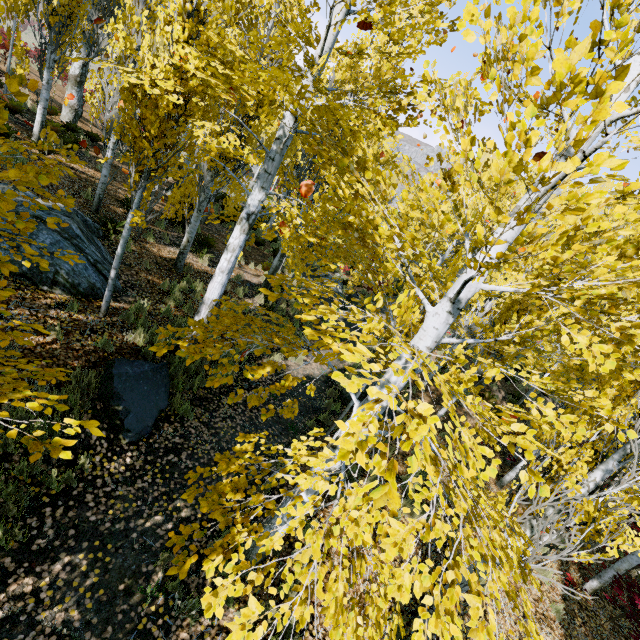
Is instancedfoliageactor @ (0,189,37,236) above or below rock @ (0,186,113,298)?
above

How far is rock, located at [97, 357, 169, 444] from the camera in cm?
511

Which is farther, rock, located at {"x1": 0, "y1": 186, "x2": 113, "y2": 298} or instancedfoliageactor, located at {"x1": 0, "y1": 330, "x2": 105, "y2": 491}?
rock, located at {"x1": 0, "y1": 186, "x2": 113, "y2": 298}

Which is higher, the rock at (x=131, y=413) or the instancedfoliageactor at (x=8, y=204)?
the instancedfoliageactor at (x=8, y=204)

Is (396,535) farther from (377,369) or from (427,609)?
(427,609)

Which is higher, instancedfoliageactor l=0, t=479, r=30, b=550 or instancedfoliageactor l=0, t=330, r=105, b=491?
instancedfoliageactor l=0, t=330, r=105, b=491

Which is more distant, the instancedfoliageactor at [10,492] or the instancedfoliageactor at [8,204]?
the instancedfoliageactor at [10,492]

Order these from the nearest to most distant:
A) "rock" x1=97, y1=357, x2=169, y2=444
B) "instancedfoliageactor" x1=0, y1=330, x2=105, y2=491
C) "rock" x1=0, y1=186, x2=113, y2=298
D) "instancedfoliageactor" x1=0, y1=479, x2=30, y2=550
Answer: "instancedfoliageactor" x1=0, y1=330, x2=105, y2=491, "instancedfoliageactor" x1=0, y1=479, x2=30, y2=550, "rock" x1=97, y1=357, x2=169, y2=444, "rock" x1=0, y1=186, x2=113, y2=298
